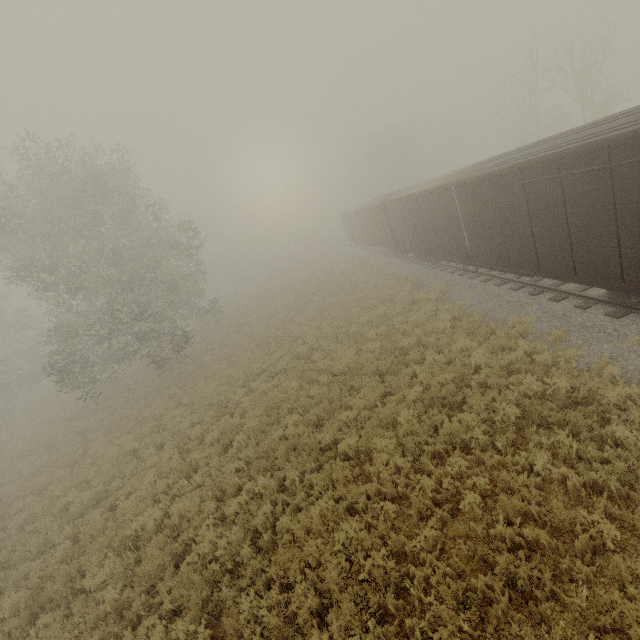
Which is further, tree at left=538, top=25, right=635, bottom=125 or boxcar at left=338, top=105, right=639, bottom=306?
tree at left=538, top=25, right=635, bottom=125

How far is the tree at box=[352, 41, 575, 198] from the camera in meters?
25.6

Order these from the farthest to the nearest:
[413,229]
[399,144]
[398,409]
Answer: [399,144] < [413,229] < [398,409]

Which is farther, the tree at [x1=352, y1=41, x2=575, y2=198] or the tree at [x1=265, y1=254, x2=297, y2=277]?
the tree at [x1=265, y1=254, x2=297, y2=277]

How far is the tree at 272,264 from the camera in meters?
54.9
